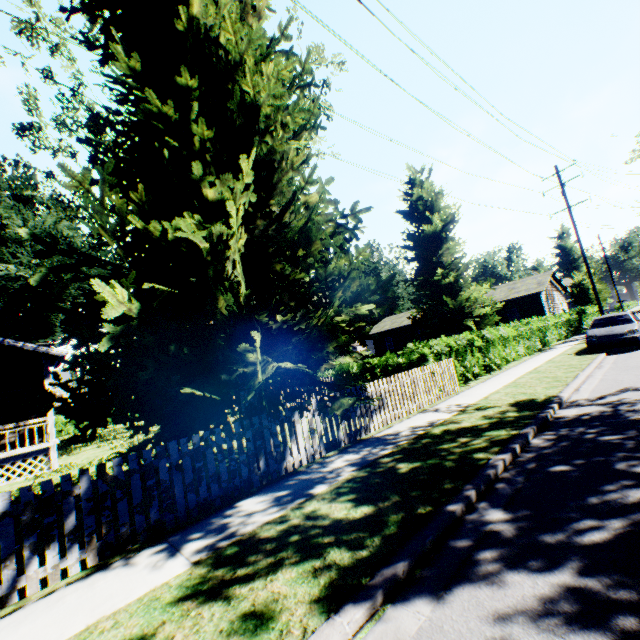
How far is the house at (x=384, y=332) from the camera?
39.6 meters

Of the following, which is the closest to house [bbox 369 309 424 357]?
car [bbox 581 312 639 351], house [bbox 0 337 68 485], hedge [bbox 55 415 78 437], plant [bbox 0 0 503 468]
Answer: plant [bbox 0 0 503 468]

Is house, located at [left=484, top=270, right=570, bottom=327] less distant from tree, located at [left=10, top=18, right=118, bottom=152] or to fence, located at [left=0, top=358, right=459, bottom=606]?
tree, located at [left=10, top=18, right=118, bottom=152]

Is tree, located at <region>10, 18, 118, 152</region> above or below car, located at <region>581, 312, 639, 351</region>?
above

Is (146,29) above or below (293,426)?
above

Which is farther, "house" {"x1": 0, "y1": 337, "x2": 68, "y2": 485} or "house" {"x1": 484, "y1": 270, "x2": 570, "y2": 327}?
"house" {"x1": 484, "y1": 270, "x2": 570, "y2": 327}

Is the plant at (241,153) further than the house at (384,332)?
No

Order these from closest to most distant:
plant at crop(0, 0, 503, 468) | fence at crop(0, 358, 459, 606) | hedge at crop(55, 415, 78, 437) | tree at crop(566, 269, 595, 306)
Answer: fence at crop(0, 358, 459, 606) < plant at crop(0, 0, 503, 468) < hedge at crop(55, 415, 78, 437) < tree at crop(566, 269, 595, 306)
